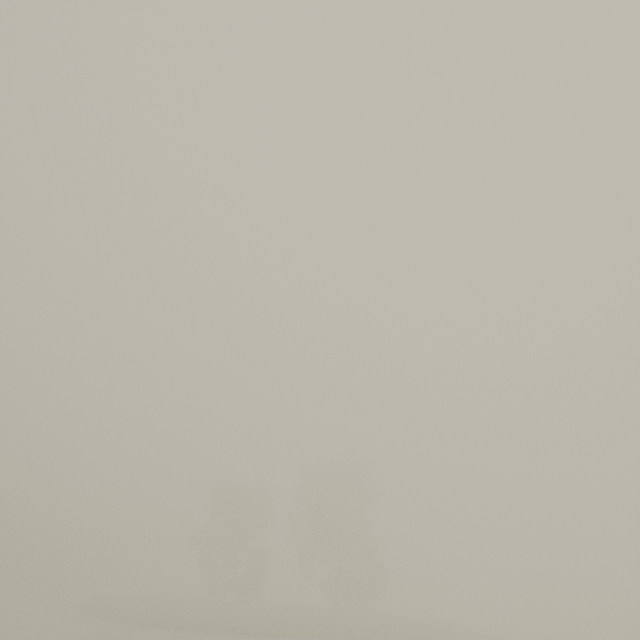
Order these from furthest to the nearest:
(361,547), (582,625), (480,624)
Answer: (582,625)
(480,624)
(361,547)
